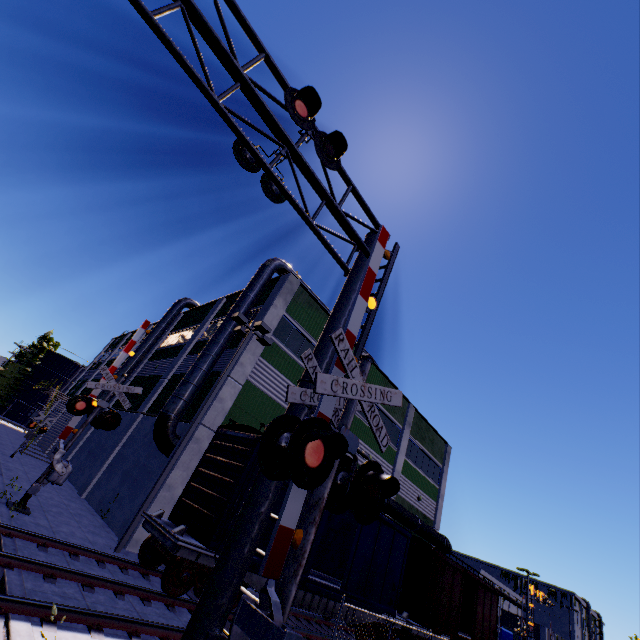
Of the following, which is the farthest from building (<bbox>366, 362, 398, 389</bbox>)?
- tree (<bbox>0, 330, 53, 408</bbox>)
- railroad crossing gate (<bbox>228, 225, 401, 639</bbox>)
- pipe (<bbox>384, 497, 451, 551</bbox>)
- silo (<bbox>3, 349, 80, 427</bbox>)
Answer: tree (<bbox>0, 330, 53, 408</bbox>)

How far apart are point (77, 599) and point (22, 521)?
4.89m

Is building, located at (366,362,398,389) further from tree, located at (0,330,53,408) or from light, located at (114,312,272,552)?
tree, located at (0,330,53,408)

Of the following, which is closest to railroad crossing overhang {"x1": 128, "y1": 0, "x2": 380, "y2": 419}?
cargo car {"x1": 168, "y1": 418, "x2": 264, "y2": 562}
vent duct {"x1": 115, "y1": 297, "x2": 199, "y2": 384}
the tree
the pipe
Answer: cargo car {"x1": 168, "y1": 418, "x2": 264, "y2": 562}

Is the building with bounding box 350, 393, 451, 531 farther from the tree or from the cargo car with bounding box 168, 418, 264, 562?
the tree

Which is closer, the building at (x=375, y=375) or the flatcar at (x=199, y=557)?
the flatcar at (x=199, y=557)

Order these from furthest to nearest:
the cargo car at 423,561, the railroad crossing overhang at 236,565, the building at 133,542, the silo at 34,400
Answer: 1. the silo at 34,400
2. the cargo car at 423,561
3. the building at 133,542
4. the railroad crossing overhang at 236,565

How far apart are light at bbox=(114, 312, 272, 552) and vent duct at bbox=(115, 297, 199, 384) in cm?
1383
